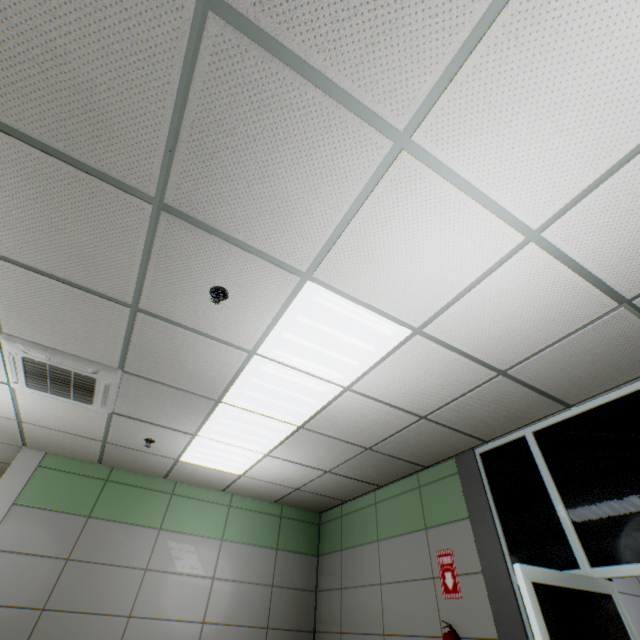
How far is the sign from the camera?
3.51m

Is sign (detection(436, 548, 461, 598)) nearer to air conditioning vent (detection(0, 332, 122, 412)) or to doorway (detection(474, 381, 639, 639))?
doorway (detection(474, 381, 639, 639))

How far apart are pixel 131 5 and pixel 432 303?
2.21m

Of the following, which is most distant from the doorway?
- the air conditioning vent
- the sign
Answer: the air conditioning vent

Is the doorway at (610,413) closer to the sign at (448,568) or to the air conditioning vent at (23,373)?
the sign at (448,568)

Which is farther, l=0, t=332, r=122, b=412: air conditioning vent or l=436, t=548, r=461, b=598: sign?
l=436, t=548, r=461, b=598: sign

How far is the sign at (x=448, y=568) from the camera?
3.5 meters

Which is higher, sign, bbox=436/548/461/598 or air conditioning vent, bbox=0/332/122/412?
air conditioning vent, bbox=0/332/122/412
